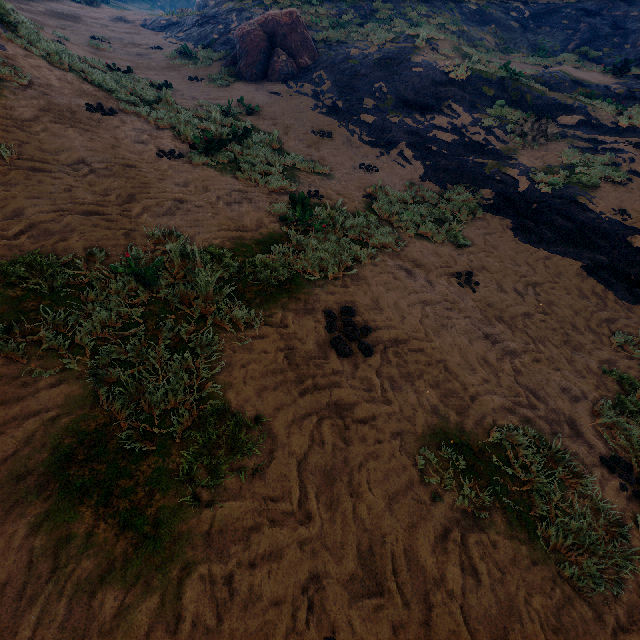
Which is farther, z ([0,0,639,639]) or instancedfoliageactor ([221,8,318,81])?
instancedfoliageactor ([221,8,318,81])

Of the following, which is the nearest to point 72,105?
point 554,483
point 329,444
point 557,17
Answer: point 329,444

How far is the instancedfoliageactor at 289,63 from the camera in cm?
1395

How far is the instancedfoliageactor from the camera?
13.9 meters

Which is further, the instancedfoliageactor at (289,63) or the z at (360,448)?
the instancedfoliageactor at (289,63)
